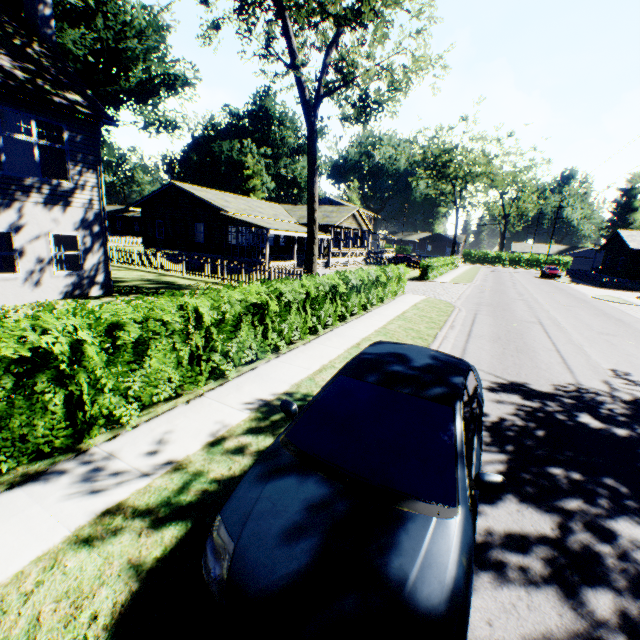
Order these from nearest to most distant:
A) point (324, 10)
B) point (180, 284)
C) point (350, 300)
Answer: point (350, 300), point (324, 10), point (180, 284)

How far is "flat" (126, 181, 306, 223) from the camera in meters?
26.1 m

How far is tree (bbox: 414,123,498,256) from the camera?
47.2 meters

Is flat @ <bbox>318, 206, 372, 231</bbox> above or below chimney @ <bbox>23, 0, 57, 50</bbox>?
below

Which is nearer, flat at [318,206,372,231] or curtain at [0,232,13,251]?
curtain at [0,232,13,251]

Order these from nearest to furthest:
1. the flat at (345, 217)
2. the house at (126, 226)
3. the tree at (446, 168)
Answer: the flat at (345, 217) → the tree at (446, 168) → the house at (126, 226)

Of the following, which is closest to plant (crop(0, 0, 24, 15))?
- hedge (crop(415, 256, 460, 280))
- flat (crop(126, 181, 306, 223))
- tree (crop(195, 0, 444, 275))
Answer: tree (crop(195, 0, 444, 275))

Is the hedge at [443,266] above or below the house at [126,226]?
below
